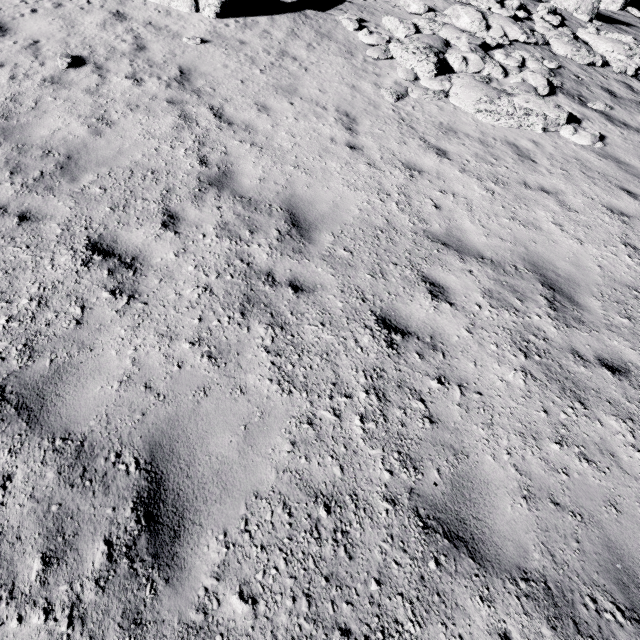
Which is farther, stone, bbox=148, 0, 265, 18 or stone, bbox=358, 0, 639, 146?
stone, bbox=148, 0, 265, 18

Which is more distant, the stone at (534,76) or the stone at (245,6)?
the stone at (245,6)

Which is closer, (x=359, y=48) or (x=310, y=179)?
(x=310, y=179)
